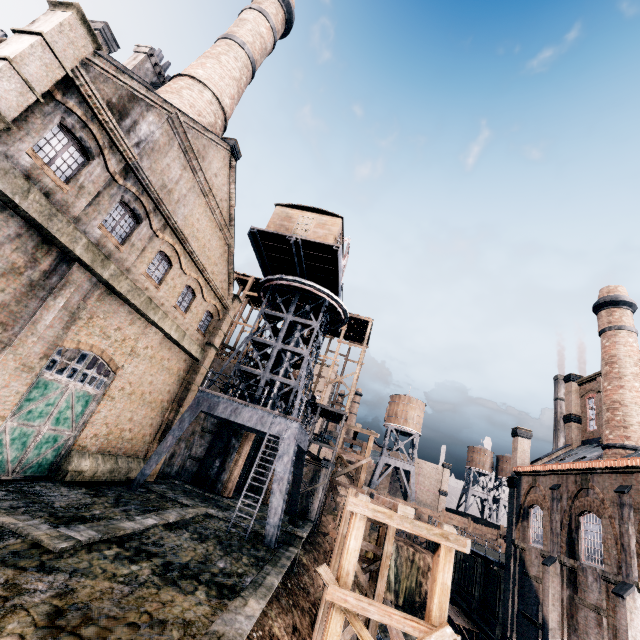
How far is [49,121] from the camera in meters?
11.9

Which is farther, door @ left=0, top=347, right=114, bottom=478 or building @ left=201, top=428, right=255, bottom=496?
building @ left=201, top=428, right=255, bottom=496

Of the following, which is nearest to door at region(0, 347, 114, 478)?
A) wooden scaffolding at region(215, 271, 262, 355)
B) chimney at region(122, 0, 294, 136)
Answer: chimney at region(122, 0, 294, 136)

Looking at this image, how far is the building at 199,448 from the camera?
28.7m

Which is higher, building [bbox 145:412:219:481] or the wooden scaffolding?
the wooden scaffolding

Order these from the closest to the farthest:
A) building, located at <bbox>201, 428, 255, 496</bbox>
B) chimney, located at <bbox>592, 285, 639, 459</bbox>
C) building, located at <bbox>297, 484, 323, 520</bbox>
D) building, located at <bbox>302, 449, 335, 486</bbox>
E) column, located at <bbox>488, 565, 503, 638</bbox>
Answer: chimney, located at <bbox>592, 285, 639, 459</bbox>
column, located at <bbox>488, 565, 503, 638</bbox>
building, located at <bbox>201, 428, 255, 496</bbox>
building, located at <bbox>297, 484, 323, 520</bbox>
building, located at <bbox>302, 449, 335, 486</bbox>

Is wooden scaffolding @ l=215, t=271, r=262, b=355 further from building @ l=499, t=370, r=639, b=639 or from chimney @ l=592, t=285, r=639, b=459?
chimney @ l=592, t=285, r=639, b=459
